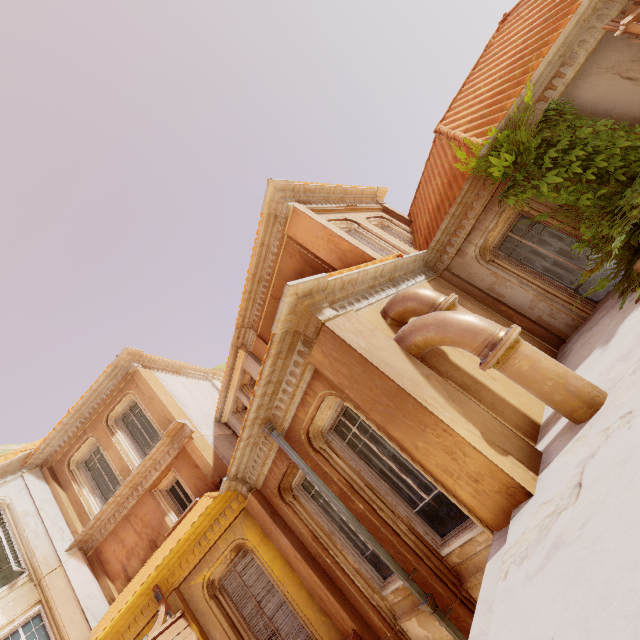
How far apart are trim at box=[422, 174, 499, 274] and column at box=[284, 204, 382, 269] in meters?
1.3 m

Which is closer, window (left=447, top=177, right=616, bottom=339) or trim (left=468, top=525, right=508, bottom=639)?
trim (left=468, top=525, right=508, bottom=639)

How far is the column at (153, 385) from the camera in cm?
1093

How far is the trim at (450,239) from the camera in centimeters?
743cm

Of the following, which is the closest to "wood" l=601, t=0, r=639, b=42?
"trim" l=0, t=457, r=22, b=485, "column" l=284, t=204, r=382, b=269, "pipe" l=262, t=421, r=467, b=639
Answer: "column" l=284, t=204, r=382, b=269

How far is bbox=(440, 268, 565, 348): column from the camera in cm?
746

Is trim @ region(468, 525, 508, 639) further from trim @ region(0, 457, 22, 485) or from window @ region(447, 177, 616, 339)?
trim @ region(0, 457, 22, 485)

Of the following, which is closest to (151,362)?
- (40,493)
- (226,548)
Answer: (40,493)
